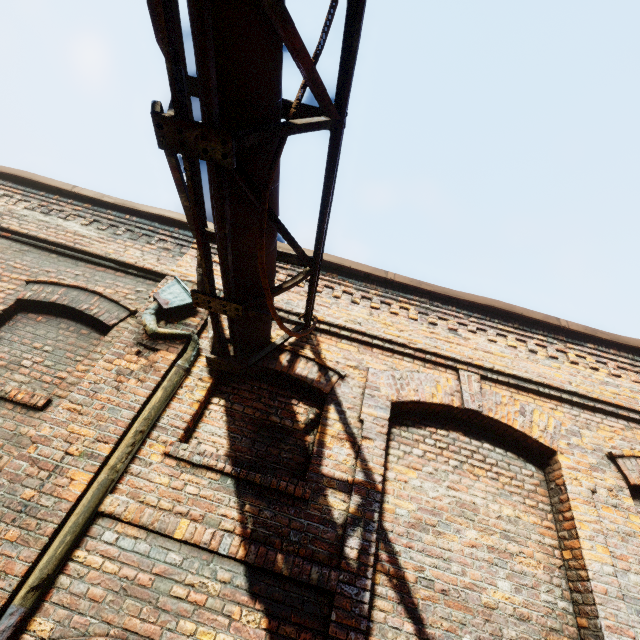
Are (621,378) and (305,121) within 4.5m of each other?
no

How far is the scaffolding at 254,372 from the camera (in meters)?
3.57

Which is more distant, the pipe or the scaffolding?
the scaffolding

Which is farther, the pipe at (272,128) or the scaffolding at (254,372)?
the scaffolding at (254,372)

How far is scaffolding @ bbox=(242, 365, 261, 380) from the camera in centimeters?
357cm
